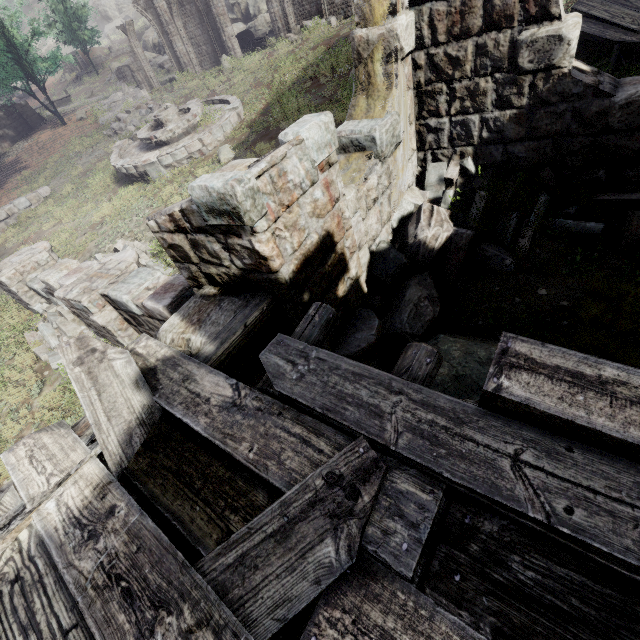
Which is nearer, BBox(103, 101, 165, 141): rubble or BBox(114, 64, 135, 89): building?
BBox(103, 101, 165, 141): rubble

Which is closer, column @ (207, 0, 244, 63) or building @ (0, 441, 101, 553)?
building @ (0, 441, 101, 553)

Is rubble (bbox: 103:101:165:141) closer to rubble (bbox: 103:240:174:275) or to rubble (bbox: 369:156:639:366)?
rubble (bbox: 103:240:174:275)

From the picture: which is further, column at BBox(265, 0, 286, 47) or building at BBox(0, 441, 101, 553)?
column at BBox(265, 0, 286, 47)

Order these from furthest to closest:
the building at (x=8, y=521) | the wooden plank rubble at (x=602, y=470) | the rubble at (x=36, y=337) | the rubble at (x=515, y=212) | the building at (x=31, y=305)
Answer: the rubble at (x=36, y=337)
the rubble at (x=515, y=212)
the building at (x=31, y=305)
the building at (x=8, y=521)
the wooden plank rubble at (x=602, y=470)

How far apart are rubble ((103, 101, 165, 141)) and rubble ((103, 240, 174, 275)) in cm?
1417

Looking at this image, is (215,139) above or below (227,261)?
below

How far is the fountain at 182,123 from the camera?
12.23m
